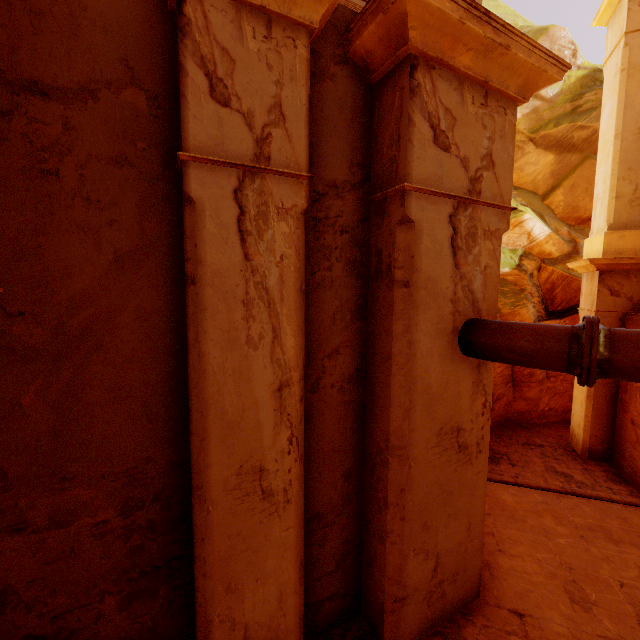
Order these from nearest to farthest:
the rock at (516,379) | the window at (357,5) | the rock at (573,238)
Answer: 1. the window at (357,5)
2. the rock at (516,379)
3. the rock at (573,238)

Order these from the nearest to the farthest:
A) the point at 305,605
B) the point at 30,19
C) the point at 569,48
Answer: the point at 30,19, the point at 305,605, the point at 569,48

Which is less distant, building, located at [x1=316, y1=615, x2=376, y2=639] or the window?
the window

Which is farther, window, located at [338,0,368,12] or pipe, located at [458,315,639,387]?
window, located at [338,0,368,12]

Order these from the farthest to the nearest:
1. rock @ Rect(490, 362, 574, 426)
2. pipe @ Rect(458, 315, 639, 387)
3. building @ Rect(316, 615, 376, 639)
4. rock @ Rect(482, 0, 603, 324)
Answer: rock @ Rect(482, 0, 603, 324) → rock @ Rect(490, 362, 574, 426) → building @ Rect(316, 615, 376, 639) → pipe @ Rect(458, 315, 639, 387)

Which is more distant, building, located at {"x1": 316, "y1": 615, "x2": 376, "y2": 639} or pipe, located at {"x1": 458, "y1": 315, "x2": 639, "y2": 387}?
building, located at {"x1": 316, "y1": 615, "x2": 376, "y2": 639}

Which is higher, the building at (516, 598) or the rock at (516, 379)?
the rock at (516, 379)

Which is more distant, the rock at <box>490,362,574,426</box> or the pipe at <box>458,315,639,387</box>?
the rock at <box>490,362,574,426</box>
